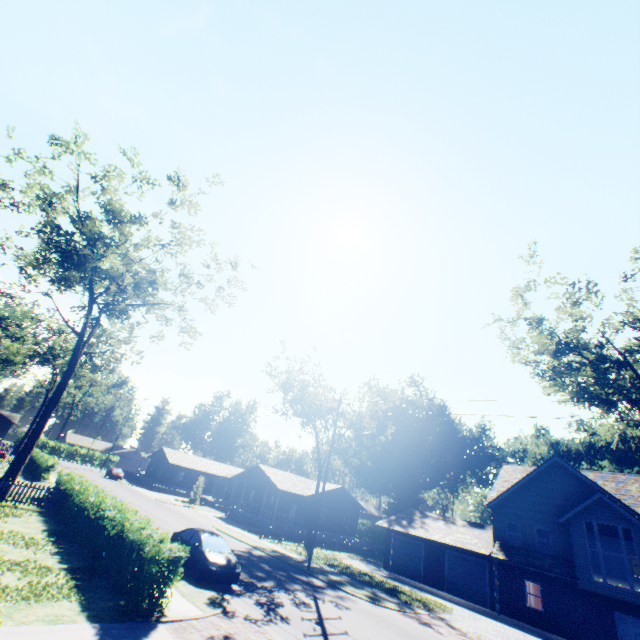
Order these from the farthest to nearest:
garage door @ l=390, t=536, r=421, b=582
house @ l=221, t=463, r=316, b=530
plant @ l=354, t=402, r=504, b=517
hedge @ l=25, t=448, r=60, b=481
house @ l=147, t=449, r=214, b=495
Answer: house @ l=147, t=449, r=214, b=495 → plant @ l=354, t=402, r=504, b=517 → house @ l=221, t=463, r=316, b=530 → hedge @ l=25, t=448, r=60, b=481 → garage door @ l=390, t=536, r=421, b=582

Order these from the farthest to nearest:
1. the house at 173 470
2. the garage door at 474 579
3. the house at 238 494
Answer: the house at 173 470, the house at 238 494, the garage door at 474 579

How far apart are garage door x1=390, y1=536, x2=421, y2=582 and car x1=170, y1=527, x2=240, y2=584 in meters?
20.9 m

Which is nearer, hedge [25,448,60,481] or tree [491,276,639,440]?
tree [491,276,639,440]

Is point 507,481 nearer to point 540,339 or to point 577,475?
point 577,475

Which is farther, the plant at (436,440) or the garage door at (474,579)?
the plant at (436,440)

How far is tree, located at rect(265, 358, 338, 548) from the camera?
32.8m

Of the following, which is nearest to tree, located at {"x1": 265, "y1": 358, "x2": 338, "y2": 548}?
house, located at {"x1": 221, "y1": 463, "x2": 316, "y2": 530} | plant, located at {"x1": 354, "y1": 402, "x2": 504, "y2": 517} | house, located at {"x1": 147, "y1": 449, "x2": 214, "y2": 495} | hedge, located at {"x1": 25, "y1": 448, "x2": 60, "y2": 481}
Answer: house, located at {"x1": 221, "y1": 463, "x2": 316, "y2": 530}
